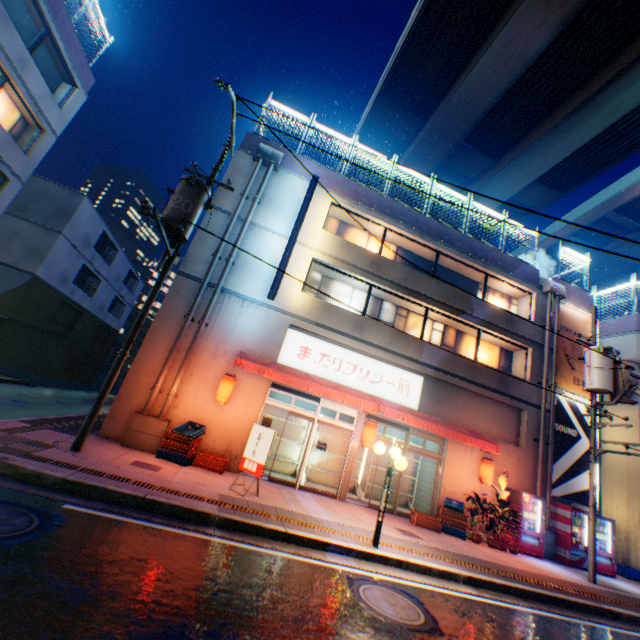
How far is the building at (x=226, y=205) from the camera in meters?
12.2

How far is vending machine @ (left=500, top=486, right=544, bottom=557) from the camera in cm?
1172

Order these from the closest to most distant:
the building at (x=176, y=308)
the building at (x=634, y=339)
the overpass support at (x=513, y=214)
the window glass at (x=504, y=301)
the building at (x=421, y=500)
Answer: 1. the building at (x=176, y=308)
2. the building at (x=421, y=500)
3. the window glass at (x=504, y=301)
4. the building at (x=634, y=339)
5. the overpass support at (x=513, y=214)

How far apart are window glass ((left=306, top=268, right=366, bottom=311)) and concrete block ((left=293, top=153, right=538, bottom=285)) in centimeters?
343cm

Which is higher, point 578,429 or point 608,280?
point 608,280

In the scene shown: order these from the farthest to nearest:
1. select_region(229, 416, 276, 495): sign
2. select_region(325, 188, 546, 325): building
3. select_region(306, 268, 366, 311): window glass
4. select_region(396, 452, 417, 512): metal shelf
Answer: select_region(325, 188, 546, 325): building, select_region(306, 268, 366, 311): window glass, select_region(396, 452, 417, 512): metal shelf, select_region(229, 416, 276, 495): sign

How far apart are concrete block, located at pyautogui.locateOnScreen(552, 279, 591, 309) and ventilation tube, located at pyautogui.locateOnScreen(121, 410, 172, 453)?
18.59m

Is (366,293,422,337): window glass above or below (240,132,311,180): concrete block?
below
